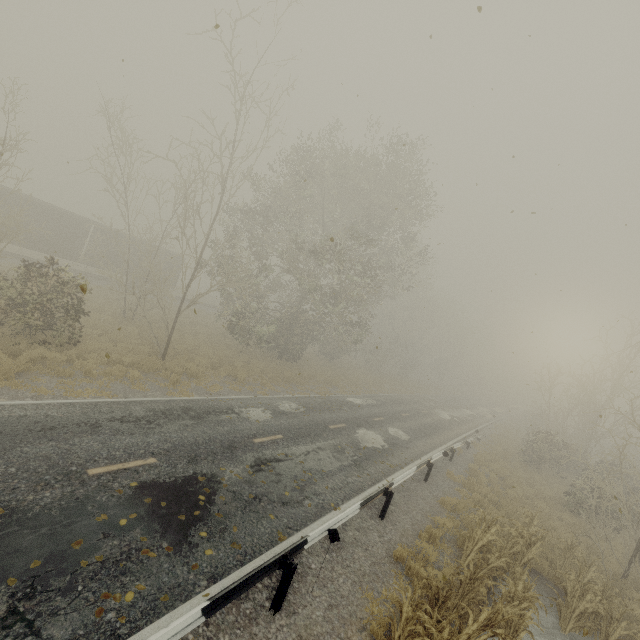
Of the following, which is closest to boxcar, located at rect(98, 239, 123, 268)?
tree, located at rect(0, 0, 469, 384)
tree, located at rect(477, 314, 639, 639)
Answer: tree, located at rect(0, 0, 469, 384)

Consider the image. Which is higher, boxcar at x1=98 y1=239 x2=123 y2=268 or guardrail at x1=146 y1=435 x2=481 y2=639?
boxcar at x1=98 y1=239 x2=123 y2=268

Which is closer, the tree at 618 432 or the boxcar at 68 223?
the tree at 618 432

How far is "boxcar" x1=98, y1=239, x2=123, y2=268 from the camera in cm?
2873

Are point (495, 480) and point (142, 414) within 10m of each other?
no

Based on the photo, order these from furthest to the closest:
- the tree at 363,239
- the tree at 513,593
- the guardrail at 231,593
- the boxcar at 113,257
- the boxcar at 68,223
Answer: the boxcar at 113,257 < the boxcar at 68,223 < the tree at 363,239 < the tree at 513,593 < the guardrail at 231,593
